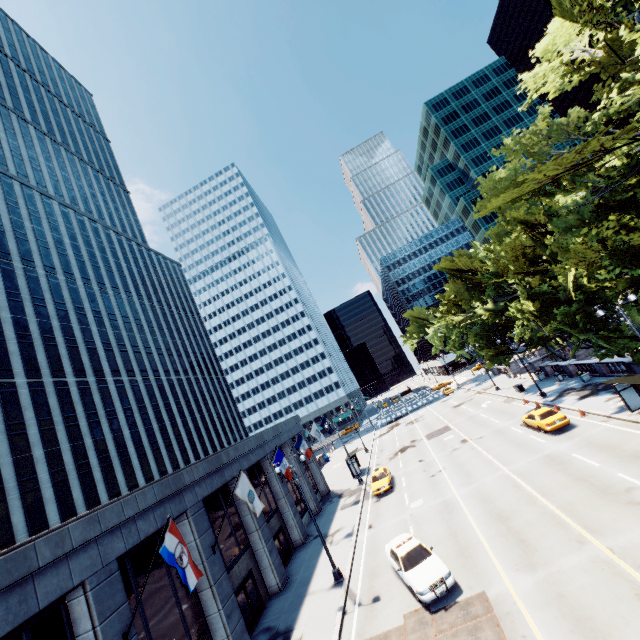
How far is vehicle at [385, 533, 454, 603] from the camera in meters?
13.8

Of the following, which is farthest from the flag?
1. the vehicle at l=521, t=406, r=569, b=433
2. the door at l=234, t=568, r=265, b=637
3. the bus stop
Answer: the vehicle at l=521, t=406, r=569, b=433

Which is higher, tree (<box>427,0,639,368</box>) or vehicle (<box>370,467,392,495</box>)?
tree (<box>427,0,639,368</box>)

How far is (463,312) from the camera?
40.88m

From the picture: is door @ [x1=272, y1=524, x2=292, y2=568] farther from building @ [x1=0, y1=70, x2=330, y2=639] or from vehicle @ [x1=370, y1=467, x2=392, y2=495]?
vehicle @ [x1=370, y1=467, x2=392, y2=495]

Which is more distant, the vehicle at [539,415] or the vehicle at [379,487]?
the vehicle at [379,487]

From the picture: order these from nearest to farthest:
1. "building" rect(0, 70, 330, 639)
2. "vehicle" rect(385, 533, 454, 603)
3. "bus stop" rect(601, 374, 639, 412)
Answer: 1. "building" rect(0, 70, 330, 639)
2. "vehicle" rect(385, 533, 454, 603)
3. "bus stop" rect(601, 374, 639, 412)

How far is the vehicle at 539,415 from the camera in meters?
24.1
